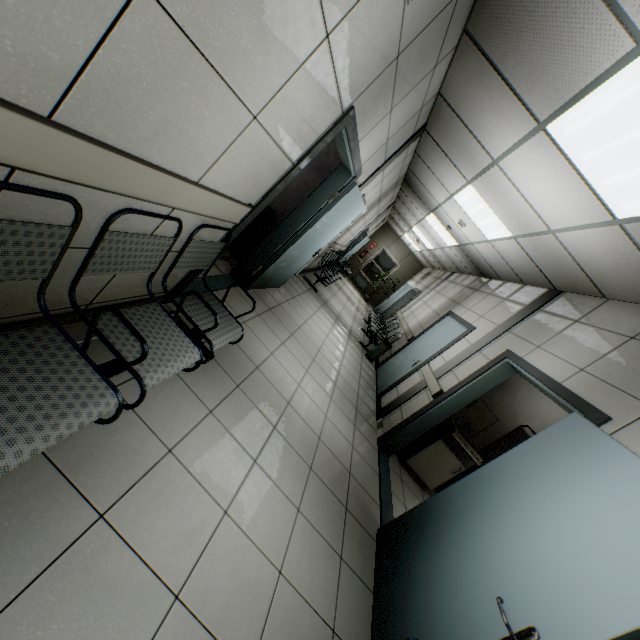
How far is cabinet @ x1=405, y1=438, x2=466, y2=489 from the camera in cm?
460

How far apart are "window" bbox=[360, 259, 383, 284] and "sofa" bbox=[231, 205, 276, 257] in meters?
12.4

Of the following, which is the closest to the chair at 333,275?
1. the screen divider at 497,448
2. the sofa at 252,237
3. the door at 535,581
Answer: the sofa at 252,237

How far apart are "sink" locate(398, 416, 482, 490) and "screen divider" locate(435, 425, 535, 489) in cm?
29

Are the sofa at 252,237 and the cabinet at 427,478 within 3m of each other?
no

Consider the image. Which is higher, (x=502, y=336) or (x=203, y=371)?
(x=502, y=336)

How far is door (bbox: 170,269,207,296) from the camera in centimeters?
272cm

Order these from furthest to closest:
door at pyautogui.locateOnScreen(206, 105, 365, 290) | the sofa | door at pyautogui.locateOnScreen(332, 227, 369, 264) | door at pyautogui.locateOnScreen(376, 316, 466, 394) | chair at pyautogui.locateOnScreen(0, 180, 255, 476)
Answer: door at pyautogui.locateOnScreen(332, 227, 369, 264) < door at pyautogui.locateOnScreen(376, 316, 466, 394) < the sofa < door at pyautogui.locateOnScreen(206, 105, 365, 290) < chair at pyautogui.locateOnScreen(0, 180, 255, 476)
